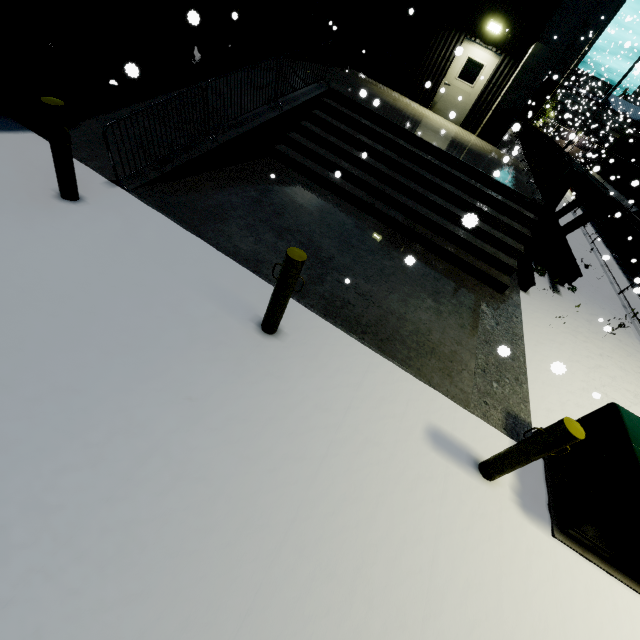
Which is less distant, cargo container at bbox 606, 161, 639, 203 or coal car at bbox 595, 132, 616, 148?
cargo container at bbox 606, 161, 639, 203

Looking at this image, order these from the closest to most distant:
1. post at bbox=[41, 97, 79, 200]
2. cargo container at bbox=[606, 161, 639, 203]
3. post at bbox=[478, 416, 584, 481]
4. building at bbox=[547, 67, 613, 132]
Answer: post at bbox=[478, 416, 584, 481] → post at bbox=[41, 97, 79, 200] → cargo container at bbox=[606, 161, 639, 203] → building at bbox=[547, 67, 613, 132]

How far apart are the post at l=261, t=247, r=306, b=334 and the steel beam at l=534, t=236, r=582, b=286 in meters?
8.1

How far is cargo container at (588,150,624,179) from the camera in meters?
18.8

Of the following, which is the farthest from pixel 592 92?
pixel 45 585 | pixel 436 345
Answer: pixel 45 585

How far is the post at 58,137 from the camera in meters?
3.5 m

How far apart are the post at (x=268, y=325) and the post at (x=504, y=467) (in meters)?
2.66

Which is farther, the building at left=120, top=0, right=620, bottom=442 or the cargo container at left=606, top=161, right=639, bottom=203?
the cargo container at left=606, top=161, right=639, bottom=203
